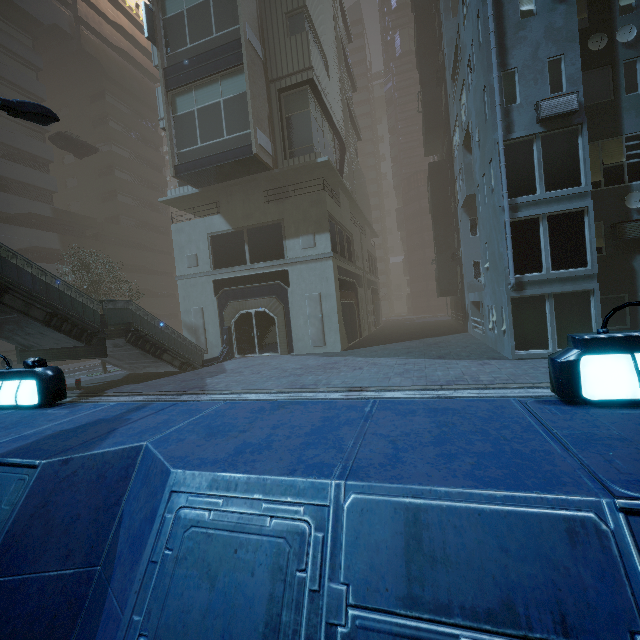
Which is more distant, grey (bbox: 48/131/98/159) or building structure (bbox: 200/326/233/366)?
grey (bbox: 48/131/98/159)

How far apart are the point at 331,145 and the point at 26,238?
27.6m

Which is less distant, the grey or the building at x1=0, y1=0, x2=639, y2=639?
the building at x1=0, y1=0, x2=639, y2=639

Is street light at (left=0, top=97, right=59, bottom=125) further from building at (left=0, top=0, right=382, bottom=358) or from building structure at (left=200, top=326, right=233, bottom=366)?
building structure at (left=200, top=326, right=233, bottom=366)

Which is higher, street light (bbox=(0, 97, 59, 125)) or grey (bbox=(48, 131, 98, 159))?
grey (bbox=(48, 131, 98, 159))

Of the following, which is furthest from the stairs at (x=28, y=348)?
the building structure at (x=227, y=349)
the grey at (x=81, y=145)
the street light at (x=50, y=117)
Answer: the grey at (x=81, y=145)

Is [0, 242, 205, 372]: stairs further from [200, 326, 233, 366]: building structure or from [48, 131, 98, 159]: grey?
[48, 131, 98, 159]: grey

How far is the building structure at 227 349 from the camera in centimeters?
1967cm
